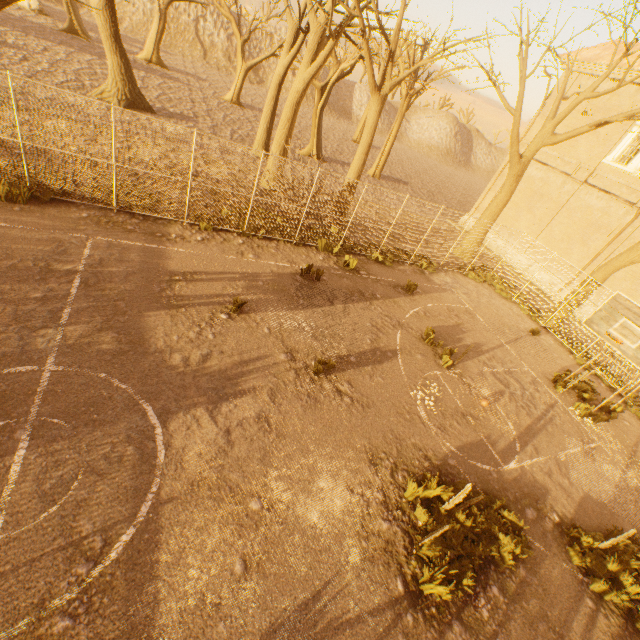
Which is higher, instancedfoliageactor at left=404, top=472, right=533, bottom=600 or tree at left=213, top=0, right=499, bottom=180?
tree at left=213, top=0, right=499, bottom=180

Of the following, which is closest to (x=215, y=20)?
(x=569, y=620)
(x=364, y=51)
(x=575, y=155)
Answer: (x=364, y=51)

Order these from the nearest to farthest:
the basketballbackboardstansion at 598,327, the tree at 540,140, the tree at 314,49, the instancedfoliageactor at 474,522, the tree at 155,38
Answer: the instancedfoliageactor at 474,522 → the basketballbackboardstansion at 598,327 → the tree at 314,49 → the tree at 540,140 → the tree at 155,38

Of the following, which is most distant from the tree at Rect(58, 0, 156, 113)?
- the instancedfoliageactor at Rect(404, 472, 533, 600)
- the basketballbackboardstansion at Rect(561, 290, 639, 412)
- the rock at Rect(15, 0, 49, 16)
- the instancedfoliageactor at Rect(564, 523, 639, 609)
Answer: the instancedfoliageactor at Rect(404, 472, 533, 600)

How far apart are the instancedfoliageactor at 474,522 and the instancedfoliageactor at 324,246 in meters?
8.9 m

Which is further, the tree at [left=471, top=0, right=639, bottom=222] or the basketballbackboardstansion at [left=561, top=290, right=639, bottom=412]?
the tree at [left=471, top=0, right=639, bottom=222]

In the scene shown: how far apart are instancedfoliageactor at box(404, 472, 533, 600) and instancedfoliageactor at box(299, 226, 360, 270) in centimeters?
895cm

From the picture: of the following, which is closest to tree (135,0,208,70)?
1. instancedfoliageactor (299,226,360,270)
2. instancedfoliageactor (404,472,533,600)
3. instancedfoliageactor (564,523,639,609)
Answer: instancedfoliageactor (299,226,360,270)
